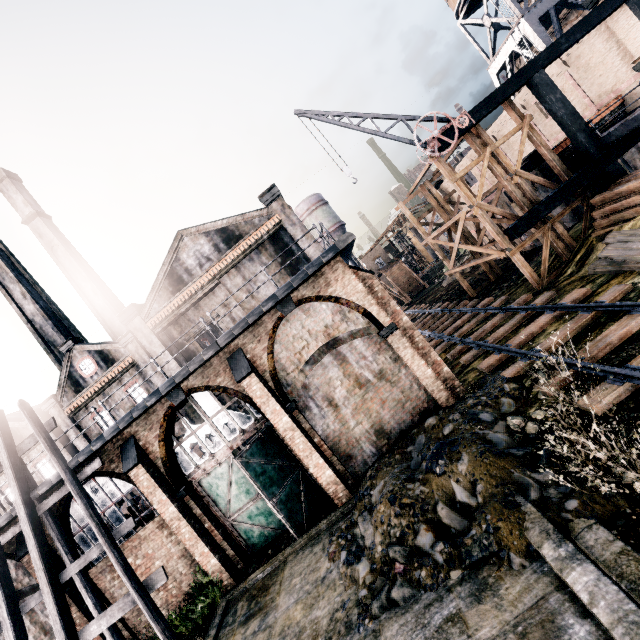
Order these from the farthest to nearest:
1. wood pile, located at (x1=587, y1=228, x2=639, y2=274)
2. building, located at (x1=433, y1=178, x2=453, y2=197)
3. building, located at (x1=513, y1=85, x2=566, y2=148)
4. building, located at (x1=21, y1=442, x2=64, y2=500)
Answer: building, located at (x1=433, y1=178, x2=453, y2=197) → building, located at (x1=513, y1=85, x2=566, y2=148) → building, located at (x1=21, y1=442, x2=64, y2=500) → wood pile, located at (x1=587, y1=228, x2=639, y2=274)

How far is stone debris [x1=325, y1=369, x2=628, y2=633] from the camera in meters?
6.7

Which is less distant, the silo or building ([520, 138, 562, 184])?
building ([520, 138, 562, 184])

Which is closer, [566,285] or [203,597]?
[203,597]

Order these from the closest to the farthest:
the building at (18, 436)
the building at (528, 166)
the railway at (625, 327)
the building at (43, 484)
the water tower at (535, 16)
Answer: the railway at (625, 327)
the building at (43, 484)
the building at (528, 166)
the water tower at (535, 16)
the building at (18, 436)

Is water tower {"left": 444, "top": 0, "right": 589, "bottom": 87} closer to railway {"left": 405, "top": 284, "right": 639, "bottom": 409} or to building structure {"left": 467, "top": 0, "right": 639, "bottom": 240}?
building structure {"left": 467, "top": 0, "right": 639, "bottom": 240}

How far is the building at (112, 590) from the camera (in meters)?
14.13

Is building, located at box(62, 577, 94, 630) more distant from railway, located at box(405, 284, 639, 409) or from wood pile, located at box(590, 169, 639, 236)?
wood pile, located at box(590, 169, 639, 236)
